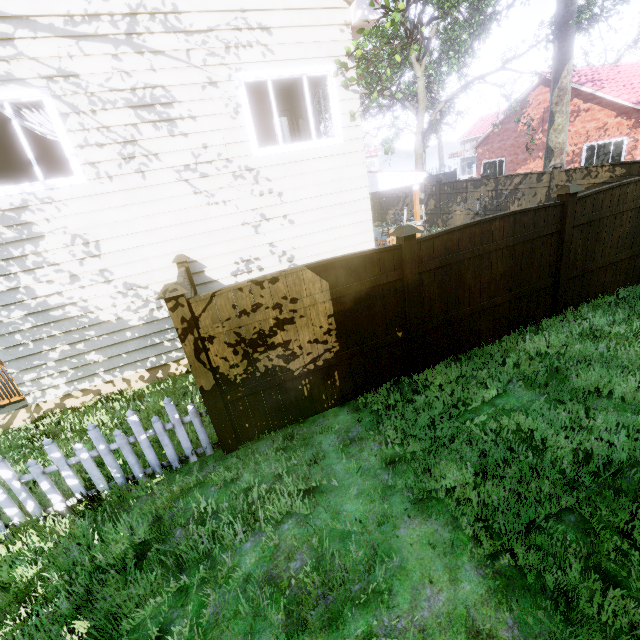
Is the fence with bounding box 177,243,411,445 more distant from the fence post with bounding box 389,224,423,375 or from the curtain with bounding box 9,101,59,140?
the curtain with bounding box 9,101,59,140

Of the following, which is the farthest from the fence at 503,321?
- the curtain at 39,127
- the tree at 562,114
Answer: the curtain at 39,127

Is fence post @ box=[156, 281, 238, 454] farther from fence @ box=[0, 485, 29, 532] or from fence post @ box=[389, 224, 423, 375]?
fence post @ box=[389, 224, 423, 375]

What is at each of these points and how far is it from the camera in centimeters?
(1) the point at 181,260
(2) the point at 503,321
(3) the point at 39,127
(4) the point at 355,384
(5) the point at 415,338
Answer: (1) fence post, 616cm
(2) fence, 605cm
(3) curtain, 527cm
(4) fence, 522cm
(5) fence post, 530cm

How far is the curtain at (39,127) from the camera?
5.15m

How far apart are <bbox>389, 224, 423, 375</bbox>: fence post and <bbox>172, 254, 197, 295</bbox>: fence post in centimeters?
387cm

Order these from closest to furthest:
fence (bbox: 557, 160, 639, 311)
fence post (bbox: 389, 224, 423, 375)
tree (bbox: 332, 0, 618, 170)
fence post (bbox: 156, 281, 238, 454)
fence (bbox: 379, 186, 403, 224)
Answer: fence post (bbox: 156, 281, 238, 454), fence post (bbox: 389, 224, 423, 375), fence (bbox: 557, 160, 639, 311), tree (bbox: 332, 0, 618, 170), fence (bbox: 379, 186, 403, 224)

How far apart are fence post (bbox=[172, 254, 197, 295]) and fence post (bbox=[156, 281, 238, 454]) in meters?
2.4
